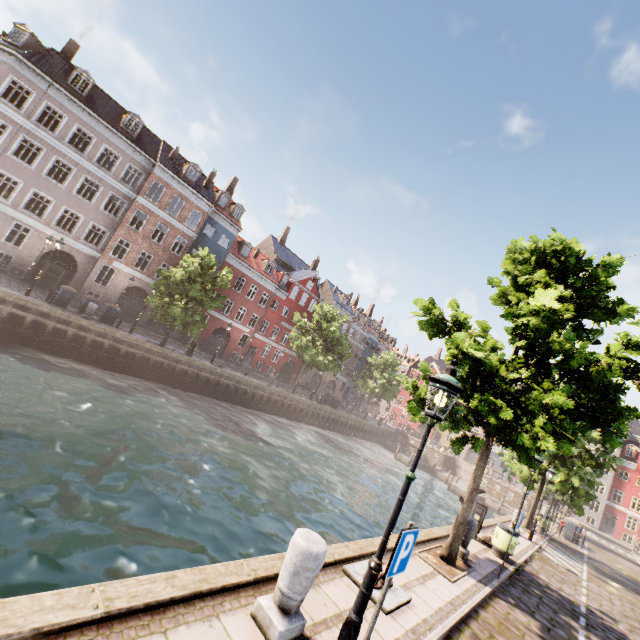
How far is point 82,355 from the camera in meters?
19.8

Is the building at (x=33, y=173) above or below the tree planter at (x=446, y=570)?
above

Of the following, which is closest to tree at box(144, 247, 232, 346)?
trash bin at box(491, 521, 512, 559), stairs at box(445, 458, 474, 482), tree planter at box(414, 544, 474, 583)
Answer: tree planter at box(414, 544, 474, 583)

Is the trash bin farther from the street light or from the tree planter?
the street light

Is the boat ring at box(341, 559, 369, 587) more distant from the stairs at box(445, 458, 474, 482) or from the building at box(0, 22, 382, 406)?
the stairs at box(445, 458, 474, 482)

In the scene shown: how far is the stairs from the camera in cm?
4416

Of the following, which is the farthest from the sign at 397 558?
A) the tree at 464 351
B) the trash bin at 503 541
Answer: the trash bin at 503 541

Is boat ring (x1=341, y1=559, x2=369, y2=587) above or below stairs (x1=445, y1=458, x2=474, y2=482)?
above
